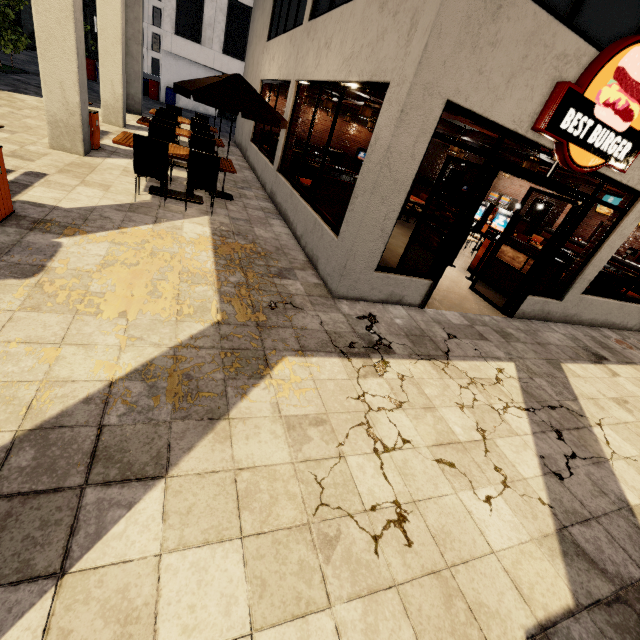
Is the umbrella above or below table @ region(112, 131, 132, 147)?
above

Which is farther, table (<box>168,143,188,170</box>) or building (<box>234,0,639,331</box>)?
table (<box>168,143,188,170</box>)

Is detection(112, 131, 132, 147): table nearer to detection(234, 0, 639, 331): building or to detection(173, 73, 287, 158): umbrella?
detection(173, 73, 287, 158): umbrella

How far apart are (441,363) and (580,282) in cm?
451

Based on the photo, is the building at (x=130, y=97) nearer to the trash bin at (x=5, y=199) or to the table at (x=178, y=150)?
the trash bin at (x=5, y=199)

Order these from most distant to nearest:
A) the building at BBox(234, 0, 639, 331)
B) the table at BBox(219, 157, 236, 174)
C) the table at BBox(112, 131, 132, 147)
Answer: the table at BBox(219, 157, 236, 174), the table at BBox(112, 131, 132, 147), the building at BBox(234, 0, 639, 331)

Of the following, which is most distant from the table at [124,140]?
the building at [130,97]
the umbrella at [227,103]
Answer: the building at [130,97]
